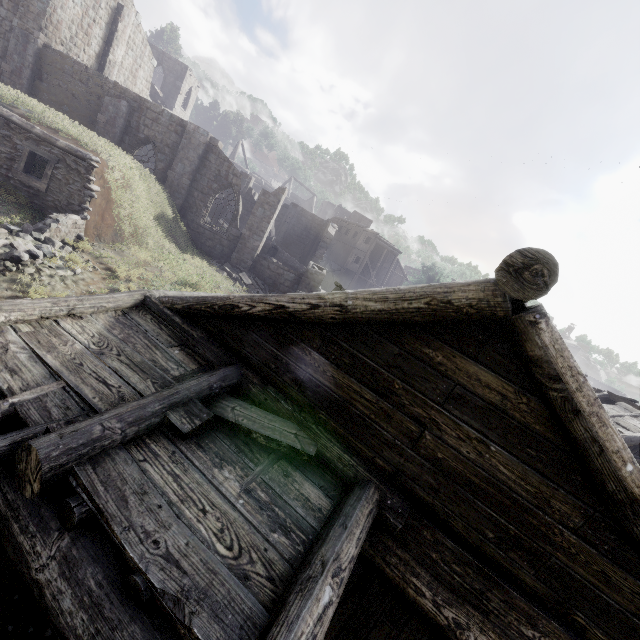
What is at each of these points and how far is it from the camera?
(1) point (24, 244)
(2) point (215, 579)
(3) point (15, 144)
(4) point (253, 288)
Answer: (1) rubble, 9.7m
(2) building, 2.3m
(3) shelter, 11.7m
(4) rubble, 20.1m

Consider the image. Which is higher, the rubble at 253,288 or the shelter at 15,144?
the shelter at 15,144

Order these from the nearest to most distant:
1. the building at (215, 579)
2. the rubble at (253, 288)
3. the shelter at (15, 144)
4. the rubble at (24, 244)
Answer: the building at (215, 579) → the rubble at (24, 244) → the shelter at (15, 144) → the rubble at (253, 288)

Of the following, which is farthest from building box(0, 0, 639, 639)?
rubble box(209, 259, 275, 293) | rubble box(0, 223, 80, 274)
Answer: rubble box(0, 223, 80, 274)

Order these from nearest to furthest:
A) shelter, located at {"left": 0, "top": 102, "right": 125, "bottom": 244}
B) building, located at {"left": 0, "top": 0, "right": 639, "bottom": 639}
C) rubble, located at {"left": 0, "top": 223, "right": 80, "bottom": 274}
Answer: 1. building, located at {"left": 0, "top": 0, "right": 639, "bottom": 639}
2. rubble, located at {"left": 0, "top": 223, "right": 80, "bottom": 274}
3. shelter, located at {"left": 0, "top": 102, "right": 125, "bottom": 244}

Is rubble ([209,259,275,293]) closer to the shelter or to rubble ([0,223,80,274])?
the shelter

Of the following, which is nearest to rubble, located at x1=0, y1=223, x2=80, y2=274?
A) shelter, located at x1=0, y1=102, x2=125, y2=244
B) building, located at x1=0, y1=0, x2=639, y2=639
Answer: shelter, located at x1=0, y1=102, x2=125, y2=244

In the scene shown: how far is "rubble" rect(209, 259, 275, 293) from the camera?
19.27m
